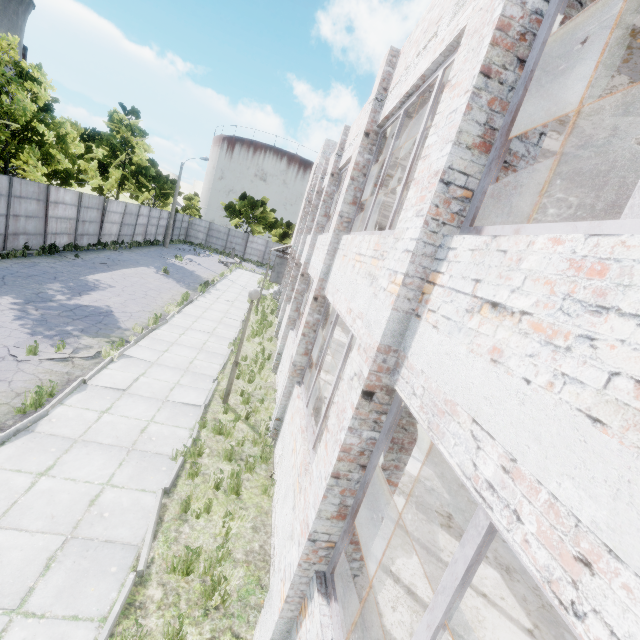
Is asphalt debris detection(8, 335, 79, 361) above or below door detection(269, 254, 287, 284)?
below

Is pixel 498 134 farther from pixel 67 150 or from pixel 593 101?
pixel 67 150

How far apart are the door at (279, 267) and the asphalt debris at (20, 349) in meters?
16.9 m

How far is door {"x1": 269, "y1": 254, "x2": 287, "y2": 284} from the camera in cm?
2586

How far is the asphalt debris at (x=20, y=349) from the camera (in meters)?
8.38

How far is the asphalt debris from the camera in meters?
8.4

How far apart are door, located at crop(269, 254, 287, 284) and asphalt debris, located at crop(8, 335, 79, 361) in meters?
16.9

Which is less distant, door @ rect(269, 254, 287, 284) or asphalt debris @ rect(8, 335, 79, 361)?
asphalt debris @ rect(8, 335, 79, 361)
